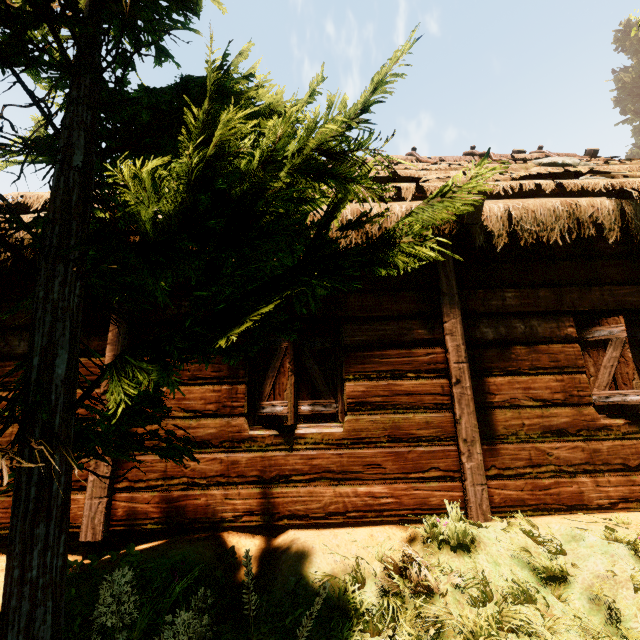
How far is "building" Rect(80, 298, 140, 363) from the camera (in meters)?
3.73

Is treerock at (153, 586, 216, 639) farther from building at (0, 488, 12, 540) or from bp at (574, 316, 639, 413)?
bp at (574, 316, 639, 413)

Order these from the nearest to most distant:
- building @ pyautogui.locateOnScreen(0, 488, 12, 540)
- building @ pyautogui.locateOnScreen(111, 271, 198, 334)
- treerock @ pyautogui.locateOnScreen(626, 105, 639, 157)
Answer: building @ pyautogui.locateOnScreen(0, 488, 12, 540)
building @ pyautogui.locateOnScreen(111, 271, 198, 334)
treerock @ pyautogui.locateOnScreen(626, 105, 639, 157)

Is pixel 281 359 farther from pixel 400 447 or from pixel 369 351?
pixel 400 447

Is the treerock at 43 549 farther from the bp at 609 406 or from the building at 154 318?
the bp at 609 406

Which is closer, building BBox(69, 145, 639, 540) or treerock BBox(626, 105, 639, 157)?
building BBox(69, 145, 639, 540)

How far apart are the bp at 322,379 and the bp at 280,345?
0.2m

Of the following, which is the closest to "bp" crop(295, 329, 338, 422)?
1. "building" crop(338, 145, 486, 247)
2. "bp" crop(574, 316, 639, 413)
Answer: "building" crop(338, 145, 486, 247)
